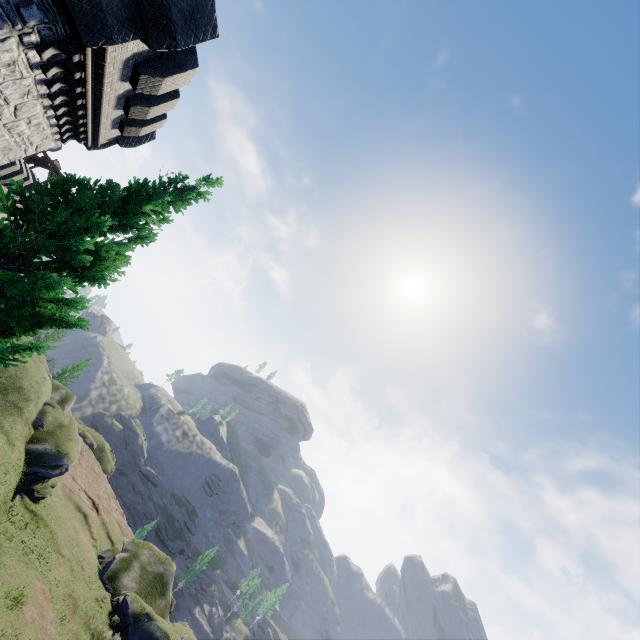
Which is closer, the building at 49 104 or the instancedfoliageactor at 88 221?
the instancedfoliageactor at 88 221

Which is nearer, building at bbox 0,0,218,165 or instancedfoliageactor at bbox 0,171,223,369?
instancedfoliageactor at bbox 0,171,223,369

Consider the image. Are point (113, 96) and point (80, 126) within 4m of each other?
Answer: yes
